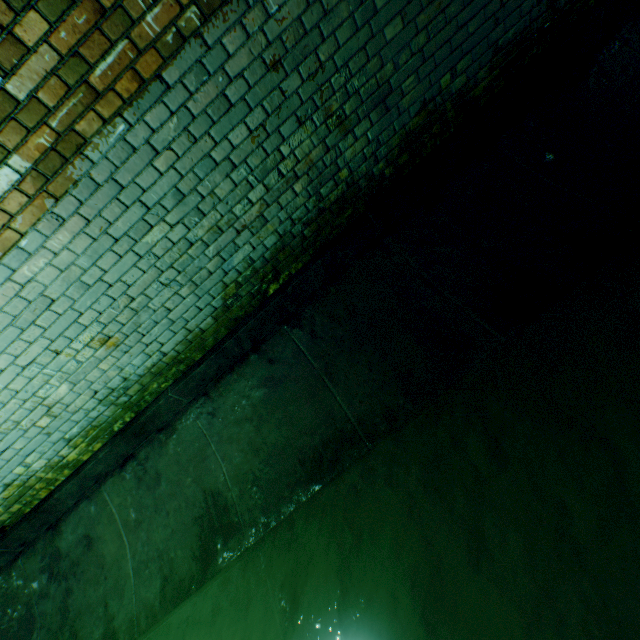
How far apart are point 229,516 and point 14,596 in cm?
276
